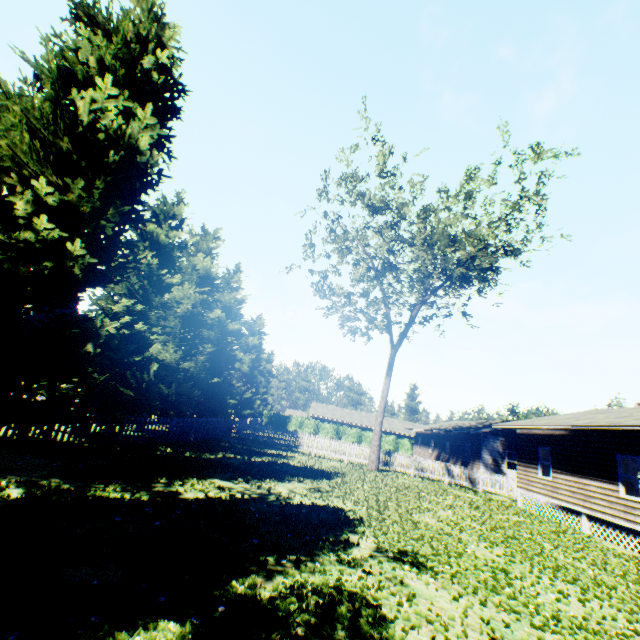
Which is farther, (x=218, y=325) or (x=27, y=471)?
(x=218, y=325)

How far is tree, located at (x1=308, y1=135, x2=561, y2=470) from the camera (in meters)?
19.20

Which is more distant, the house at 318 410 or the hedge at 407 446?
the house at 318 410

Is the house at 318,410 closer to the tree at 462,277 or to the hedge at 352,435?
the hedge at 352,435

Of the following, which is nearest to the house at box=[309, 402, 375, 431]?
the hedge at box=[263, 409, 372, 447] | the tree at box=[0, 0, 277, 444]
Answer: the hedge at box=[263, 409, 372, 447]

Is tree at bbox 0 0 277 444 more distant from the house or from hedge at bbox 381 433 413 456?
the house

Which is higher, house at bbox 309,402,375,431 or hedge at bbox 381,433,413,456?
house at bbox 309,402,375,431
